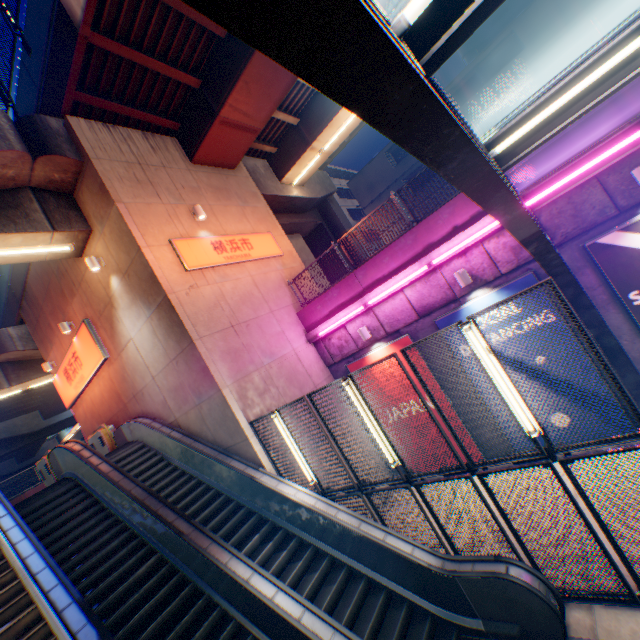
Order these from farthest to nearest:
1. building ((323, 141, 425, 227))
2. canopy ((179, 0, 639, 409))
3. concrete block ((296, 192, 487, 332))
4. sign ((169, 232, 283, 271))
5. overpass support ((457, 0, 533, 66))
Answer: overpass support ((457, 0, 533, 66))
building ((323, 141, 425, 227))
sign ((169, 232, 283, 271))
concrete block ((296, 192, 487, 332))
canopy ((179, 0, 639, 409))

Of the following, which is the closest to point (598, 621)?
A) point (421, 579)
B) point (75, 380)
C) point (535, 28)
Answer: point (421, 579)

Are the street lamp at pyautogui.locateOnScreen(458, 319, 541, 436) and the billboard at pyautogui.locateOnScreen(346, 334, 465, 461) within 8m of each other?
yes

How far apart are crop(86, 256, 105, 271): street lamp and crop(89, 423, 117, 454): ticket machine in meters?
6.5

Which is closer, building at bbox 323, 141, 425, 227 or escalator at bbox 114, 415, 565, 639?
escalator at bbox 114, 415, 565, 639

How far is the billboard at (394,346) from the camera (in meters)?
9.77

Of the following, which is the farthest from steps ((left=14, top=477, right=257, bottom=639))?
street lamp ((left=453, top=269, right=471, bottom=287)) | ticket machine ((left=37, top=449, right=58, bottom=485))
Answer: street lamp ((left=453, top=269, right=471, bottom=287))

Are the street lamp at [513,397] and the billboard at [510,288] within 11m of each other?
yes
